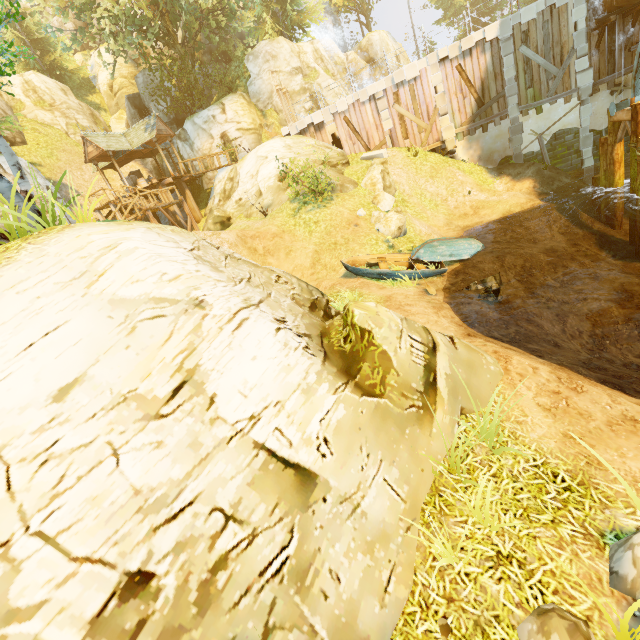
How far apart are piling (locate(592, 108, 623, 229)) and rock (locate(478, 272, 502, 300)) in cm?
899

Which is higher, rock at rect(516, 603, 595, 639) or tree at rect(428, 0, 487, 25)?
tree at rect(428, 0, 487, 25)

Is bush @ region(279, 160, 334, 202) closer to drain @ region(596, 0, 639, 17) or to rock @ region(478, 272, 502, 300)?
rock @ region(478, 272, 502, 300)

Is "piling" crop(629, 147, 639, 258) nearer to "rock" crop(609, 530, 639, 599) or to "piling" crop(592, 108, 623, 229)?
"piling" crop(592, 108, 623, 229)

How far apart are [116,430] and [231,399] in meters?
1.2

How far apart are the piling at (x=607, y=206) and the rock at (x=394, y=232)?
8.7m

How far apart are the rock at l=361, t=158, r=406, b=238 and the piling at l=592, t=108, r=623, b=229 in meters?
8.7 m

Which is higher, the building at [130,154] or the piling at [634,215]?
the building at [130,154]
